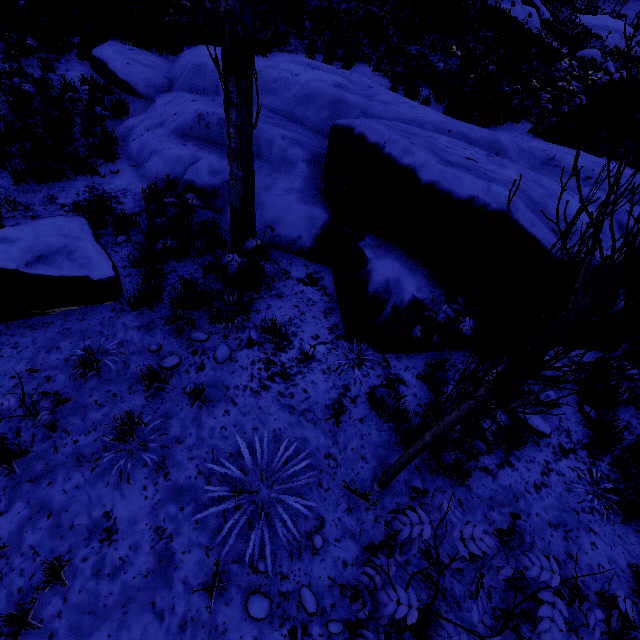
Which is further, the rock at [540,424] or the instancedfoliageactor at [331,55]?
the instancedfoliageactor at [331,55]

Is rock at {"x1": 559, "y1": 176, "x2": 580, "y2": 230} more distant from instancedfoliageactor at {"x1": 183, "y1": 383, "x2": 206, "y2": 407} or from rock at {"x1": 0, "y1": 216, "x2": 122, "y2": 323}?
rock at {"x1": 0, "y1": 216, "x2": 122, "y2": 323}

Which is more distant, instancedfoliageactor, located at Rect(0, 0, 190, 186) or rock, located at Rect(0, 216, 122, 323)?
instancedfoliageactor, located at Rect(0, 0, 190, 186)

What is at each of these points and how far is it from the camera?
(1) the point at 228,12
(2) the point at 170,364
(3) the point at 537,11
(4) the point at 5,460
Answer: (1) instancedfoliageactor, 2.5m
(2) instancedfoliageactor, 3.9m
(3) rock, 31.6m
(4) instancedfoliageactor, 3.0m

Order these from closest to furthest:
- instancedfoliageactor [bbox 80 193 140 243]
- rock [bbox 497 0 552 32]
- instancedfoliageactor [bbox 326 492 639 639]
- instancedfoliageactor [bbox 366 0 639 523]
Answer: Answer: instancedfoliageactor [bbox 366 0 639 523] < instancedfoliageactor [bbox 326 492 639 639] < instancedfoliageactor [bbox 80 193 140 243] < rock [bbox 497 0 552 32]

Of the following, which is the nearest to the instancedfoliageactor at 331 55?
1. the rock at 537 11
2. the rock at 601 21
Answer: the rock at 601 21

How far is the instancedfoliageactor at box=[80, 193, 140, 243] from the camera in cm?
502

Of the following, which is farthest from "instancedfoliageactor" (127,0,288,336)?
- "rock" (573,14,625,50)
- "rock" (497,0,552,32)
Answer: "rock" (497,0,552,32)
